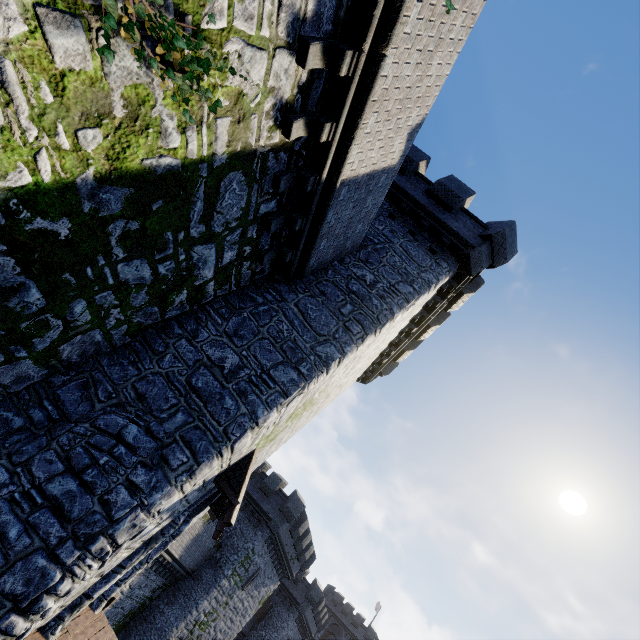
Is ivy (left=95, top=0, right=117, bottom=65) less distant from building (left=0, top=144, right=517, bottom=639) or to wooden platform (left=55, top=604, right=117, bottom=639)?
building (left=0, top=144, right=517, bottom=639)

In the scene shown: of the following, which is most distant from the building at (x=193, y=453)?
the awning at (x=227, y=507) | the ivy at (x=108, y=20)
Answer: the ivy at (x=108, y=20)

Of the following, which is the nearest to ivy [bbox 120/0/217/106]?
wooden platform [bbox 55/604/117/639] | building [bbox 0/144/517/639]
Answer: building [bbox 0/144/517/639]

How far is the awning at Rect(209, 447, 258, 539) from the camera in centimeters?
712cm

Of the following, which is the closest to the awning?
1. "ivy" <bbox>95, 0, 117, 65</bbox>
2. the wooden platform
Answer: the wooden platform

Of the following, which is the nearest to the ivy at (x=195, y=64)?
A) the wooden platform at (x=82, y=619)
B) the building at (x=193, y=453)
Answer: the building at (x=193, y=453)

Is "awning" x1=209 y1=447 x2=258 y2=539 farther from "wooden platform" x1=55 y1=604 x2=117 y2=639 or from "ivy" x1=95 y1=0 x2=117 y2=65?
"ivy" x1=95 y1=0 x2=117 y2=65

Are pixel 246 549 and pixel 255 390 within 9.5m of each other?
no
